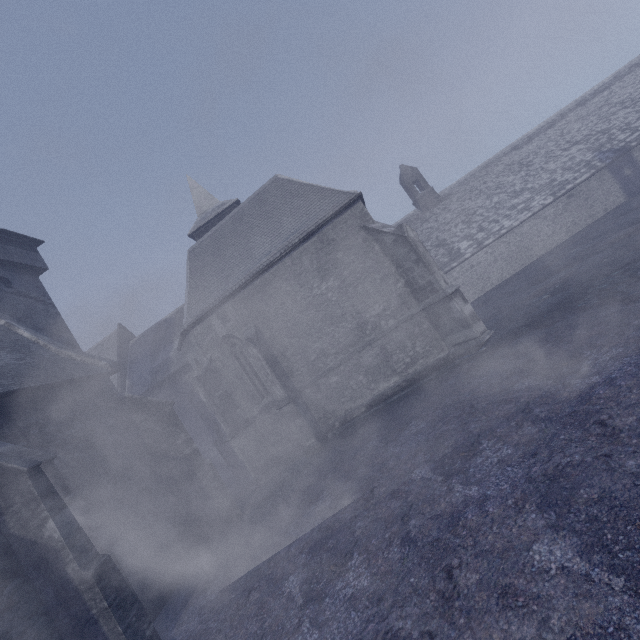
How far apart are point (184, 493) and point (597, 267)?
17.6m
